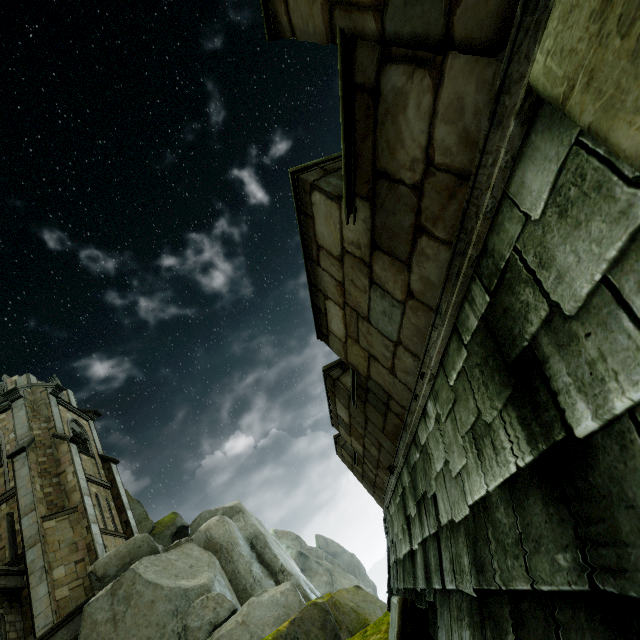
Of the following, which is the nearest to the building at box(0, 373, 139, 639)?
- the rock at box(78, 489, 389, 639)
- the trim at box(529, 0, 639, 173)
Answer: the rock at box(78, 489, 389, 639)

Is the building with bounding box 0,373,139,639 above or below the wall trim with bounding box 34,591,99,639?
above

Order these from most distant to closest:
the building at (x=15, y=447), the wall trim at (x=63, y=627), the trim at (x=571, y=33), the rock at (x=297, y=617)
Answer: the building at (x=15, y=447) < the wall trim at (x=63, y=627) < the rock at (x=297, y=617) < the trim at (x=571, y=33)

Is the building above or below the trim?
above

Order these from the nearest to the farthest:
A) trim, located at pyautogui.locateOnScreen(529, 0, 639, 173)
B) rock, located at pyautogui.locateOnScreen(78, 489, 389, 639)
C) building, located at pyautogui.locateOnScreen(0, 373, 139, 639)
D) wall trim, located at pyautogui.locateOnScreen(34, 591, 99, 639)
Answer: trim, located at pyautogui.locateOnScreen(529, 0, 639, 173) → rock, located at pyautogui.locateOnScreen(78, 489, 389, 639) → wall trim, located at pyautogui.locateOnScreen(34, 591, 99, 639) → building, located at pyautogui.locateOnScreen(0, 373, 139, 639)

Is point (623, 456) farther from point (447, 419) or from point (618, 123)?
point (447, 419)

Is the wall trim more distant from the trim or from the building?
the trim

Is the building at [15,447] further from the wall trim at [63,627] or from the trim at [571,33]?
the trim at [571,33]
